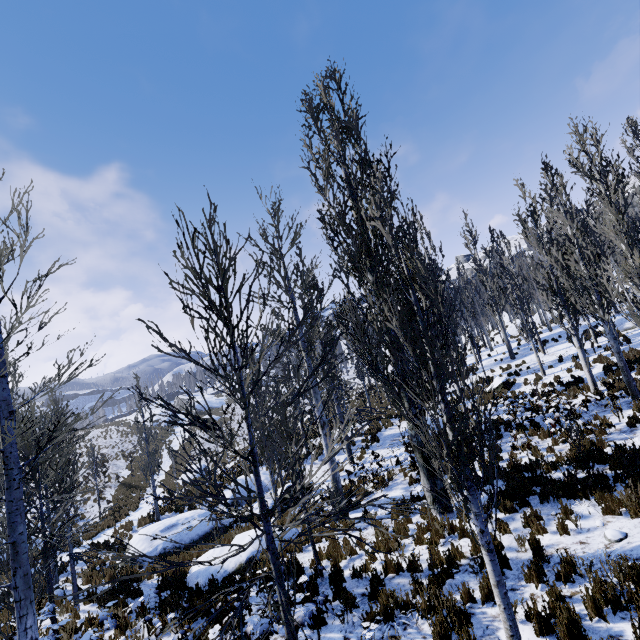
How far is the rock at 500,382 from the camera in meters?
19.0

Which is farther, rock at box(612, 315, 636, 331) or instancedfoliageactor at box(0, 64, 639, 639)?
rock at box(612, 315, 636, 331)

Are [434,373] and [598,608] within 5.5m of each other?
yes

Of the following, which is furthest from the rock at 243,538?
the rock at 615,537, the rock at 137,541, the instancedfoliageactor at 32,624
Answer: the rock at 615,537

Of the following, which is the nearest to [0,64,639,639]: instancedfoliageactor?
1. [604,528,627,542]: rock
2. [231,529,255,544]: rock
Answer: [604,528,627,542]: rock

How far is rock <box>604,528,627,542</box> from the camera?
5.6 meters

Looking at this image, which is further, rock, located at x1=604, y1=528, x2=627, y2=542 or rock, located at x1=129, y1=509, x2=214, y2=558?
rock, located at x1=129, y1=509, x2=214, y2=558

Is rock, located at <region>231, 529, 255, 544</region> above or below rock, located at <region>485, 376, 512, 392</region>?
below
